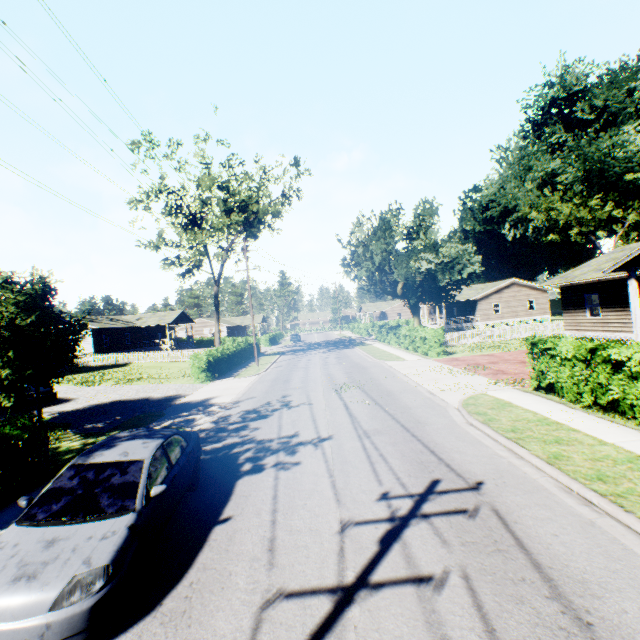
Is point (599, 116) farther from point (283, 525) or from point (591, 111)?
point (283, 525)

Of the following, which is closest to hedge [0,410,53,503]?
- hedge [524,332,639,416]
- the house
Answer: hedge [524,332,639,416]

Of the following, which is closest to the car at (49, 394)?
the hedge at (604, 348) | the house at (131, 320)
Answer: the house at (131, 320)

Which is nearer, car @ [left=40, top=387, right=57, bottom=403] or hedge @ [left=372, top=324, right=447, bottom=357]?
car @ [left=40, top=387, right=57, bottom=403]

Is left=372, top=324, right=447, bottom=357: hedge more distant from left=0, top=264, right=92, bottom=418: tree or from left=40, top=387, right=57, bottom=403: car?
left=40, top=387, right=57, bottom=403: car

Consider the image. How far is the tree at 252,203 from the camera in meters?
27.8

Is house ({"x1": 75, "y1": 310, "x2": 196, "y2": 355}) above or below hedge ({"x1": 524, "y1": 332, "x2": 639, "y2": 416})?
above
